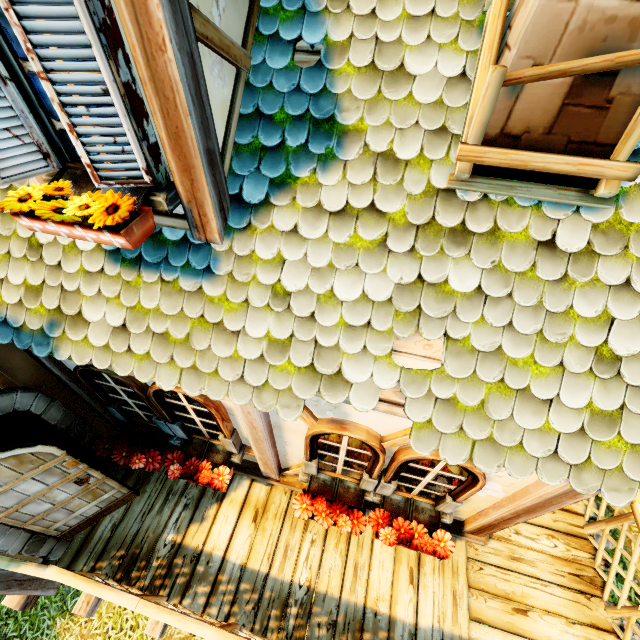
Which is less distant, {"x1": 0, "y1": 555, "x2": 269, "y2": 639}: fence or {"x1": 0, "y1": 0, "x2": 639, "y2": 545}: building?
{"x1": 0, "y1": 0, "x2": 639, "y2": 545}: building

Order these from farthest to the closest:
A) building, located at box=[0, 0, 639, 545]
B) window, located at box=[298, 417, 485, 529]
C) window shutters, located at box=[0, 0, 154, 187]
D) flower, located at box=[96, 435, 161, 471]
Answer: flower, located at box=[96, 435, 161, 471] < window, located at box=[298, 417, 485, 529] < building, located at box=[0, 0, 639, 545] < window shutters, located at box=[0, 0, 154, 187]

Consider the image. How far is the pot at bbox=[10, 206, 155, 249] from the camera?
1.9 meters

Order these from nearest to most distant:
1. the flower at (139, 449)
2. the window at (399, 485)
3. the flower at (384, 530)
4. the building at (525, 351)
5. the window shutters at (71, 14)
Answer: the window shutters at (71, 14), the building at (525, 351), the window at (399, 485), the flower at (384, 530), the flower at (139, 449)

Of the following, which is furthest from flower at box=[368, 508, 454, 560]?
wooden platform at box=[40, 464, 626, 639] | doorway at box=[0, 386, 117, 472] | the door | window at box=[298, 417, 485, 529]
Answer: doorway at box=[0, 386, 117, 472]

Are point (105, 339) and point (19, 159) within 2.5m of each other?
yes

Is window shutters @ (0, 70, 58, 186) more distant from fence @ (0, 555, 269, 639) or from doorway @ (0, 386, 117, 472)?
fence @ (0, 555, 269, 639)

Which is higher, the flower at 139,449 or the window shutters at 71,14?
the window shutters at 71,14
